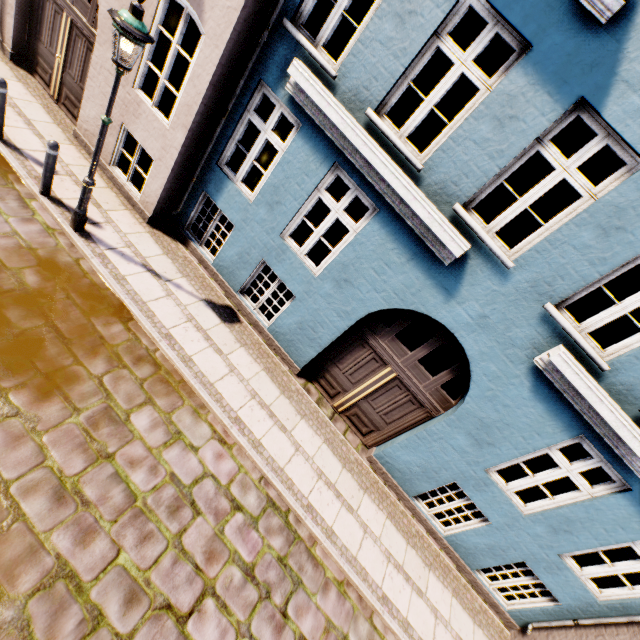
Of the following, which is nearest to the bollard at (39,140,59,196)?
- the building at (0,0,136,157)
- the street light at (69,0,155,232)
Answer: the street light at (69,0,155,232)

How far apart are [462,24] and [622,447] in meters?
12.3 m

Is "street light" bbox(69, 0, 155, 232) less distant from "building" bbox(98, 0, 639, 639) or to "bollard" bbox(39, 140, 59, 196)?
"bollard" bbox(39, 140, 59, 196)

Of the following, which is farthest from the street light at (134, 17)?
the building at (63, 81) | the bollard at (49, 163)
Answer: the building at (63, 81)

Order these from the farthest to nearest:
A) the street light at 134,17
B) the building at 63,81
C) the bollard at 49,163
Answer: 1. the building at 63,81
2. the bollard at 49,163
3. the street light at 134,17
